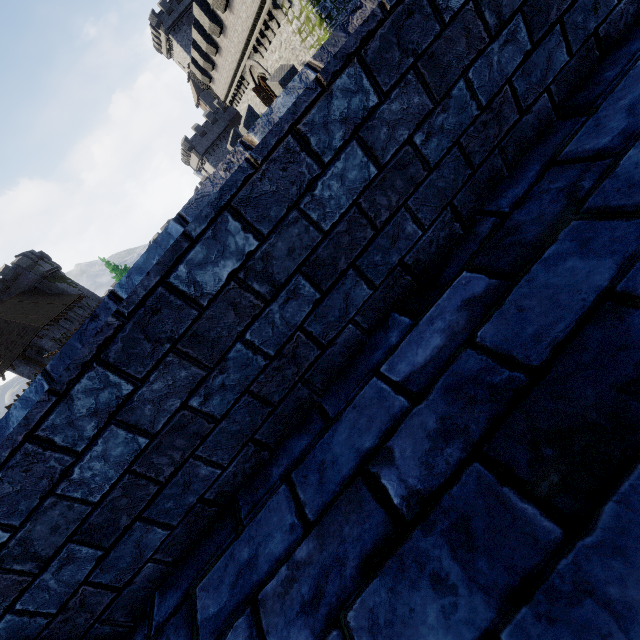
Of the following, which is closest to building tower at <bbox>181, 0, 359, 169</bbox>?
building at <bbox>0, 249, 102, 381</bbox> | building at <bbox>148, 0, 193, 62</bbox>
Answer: building at <bbox>0, 249, 102, 381</bbox>

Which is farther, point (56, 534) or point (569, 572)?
point (56, 534)

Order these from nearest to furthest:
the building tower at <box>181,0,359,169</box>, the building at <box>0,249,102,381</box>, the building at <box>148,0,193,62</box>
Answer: the building tower at <box>181,0,359,169</box> → the building at <box>0,249,102,381</box> → the building at <box>148,0,193,62</box>

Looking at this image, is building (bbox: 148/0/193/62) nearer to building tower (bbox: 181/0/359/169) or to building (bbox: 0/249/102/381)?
building tower (bbox: 181/0/359/169)

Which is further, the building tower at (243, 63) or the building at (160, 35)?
the building at (160, 35)

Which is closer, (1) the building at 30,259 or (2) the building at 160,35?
(1) the building at 30,259
